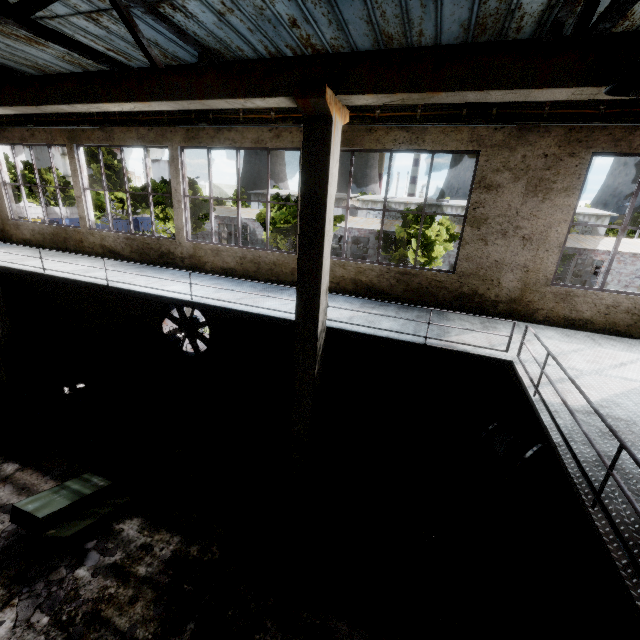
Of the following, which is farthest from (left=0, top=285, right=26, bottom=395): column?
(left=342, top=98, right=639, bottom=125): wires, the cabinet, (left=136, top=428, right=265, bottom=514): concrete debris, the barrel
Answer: the barrel

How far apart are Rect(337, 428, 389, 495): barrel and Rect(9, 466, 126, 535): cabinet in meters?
4.8

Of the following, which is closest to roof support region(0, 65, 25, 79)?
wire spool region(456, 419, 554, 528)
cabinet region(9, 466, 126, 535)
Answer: cabinet region(9, 466, 126, 535)

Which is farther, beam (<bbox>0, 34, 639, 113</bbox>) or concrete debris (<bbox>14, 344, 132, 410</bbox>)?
concrete debris (<bbox>14, 344, 132, 410</bbox>)

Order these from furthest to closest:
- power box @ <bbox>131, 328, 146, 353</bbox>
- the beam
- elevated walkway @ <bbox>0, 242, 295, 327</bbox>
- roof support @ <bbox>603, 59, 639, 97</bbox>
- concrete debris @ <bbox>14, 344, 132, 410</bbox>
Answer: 1. power box @ <bbox>131, 328, 146, 353</bbox>
2. concrete debris @ <bbox>14, 344, 132, 410</bbox>
3. elevated walkway @ <bbox>0, 242, 295, 327</bbox>
4. the beam
5. roof support @ <bbox>603, 59, 639, 97</bbox>

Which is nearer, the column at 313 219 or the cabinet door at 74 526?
the column at 313 219

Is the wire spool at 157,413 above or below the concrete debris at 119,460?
above

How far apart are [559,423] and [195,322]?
10.23m
